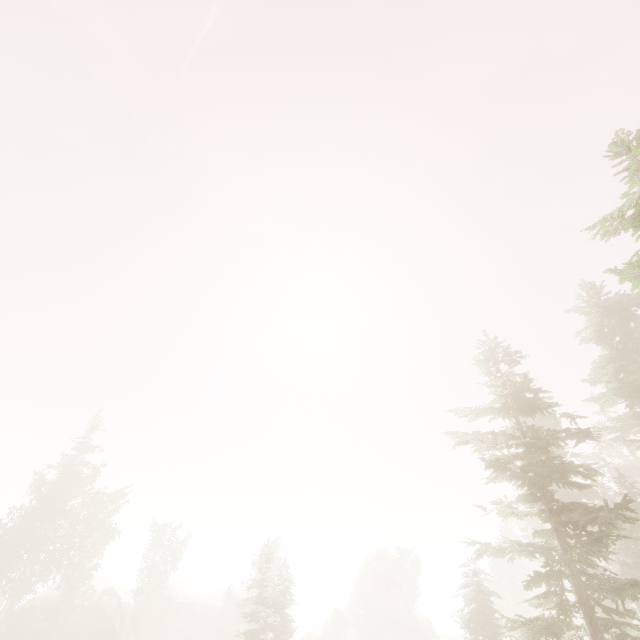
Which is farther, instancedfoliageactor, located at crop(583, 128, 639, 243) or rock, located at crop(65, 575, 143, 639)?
rock, located at crop(65, 575, 143, 639)

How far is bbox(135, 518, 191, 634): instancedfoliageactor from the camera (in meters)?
40.66

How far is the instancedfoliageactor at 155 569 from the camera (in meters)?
40.66

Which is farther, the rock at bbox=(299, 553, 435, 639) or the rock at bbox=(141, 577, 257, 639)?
the rock at bbox=(299, 553, 435, 639)

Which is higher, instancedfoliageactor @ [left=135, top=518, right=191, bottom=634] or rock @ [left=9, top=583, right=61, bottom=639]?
instancedfoliageactor @ [left=135, top=518, right=191, bottom=634]

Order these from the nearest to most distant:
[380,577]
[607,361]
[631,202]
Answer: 1. [631,202]
2. [607,361]
3. [380,577]

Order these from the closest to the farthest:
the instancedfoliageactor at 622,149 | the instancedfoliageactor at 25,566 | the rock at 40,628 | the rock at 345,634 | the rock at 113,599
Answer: the instancedfoliageactor at 622,149
the rock at 40,628
the instancedfoliageactor at 25,566
the rock at 113,599
the rock at 345,634
